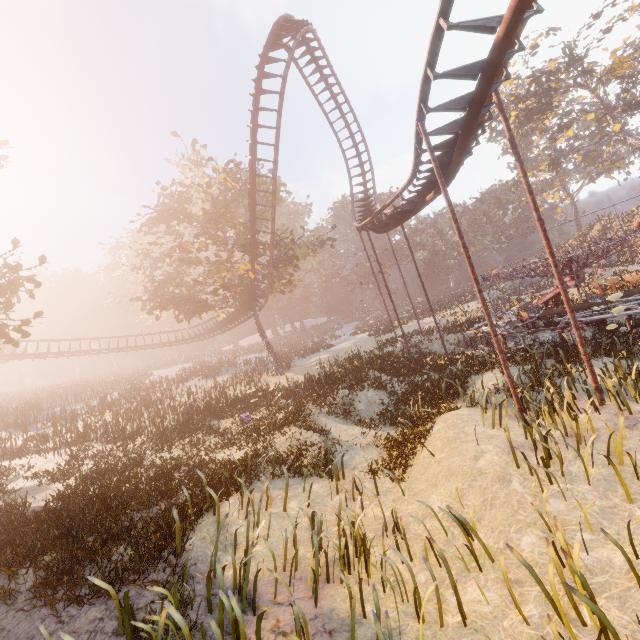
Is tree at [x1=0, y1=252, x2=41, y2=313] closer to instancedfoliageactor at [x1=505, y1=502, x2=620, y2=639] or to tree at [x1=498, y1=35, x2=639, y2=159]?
instancedfoliageactor at [x1=505, y1=502, x2=620, y2=639]

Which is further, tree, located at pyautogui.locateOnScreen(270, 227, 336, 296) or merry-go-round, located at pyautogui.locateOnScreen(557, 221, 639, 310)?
tree, located at pyautogui.locateOnScreen(270, 227, 336, 296)

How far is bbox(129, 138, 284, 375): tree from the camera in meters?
23.5 m

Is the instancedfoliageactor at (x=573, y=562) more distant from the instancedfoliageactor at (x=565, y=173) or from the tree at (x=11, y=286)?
the instancedfoliageactor at (x=565, y=173)

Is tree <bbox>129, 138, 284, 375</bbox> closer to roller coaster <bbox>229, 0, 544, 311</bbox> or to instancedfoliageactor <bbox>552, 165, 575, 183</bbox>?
roller coaster <bbox>229, 0, 544, 311</bbox>

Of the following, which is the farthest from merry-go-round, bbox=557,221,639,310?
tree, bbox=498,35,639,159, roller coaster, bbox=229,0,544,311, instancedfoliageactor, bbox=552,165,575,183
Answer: instancedfoliageactor, bbox=552,165,575,183

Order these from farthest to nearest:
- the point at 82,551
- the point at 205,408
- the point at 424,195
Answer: the point at 205,408 < the point at 424,195 < the point at 82,551

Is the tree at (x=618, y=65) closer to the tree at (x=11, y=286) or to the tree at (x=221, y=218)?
the tree at (x=221, y=218)
